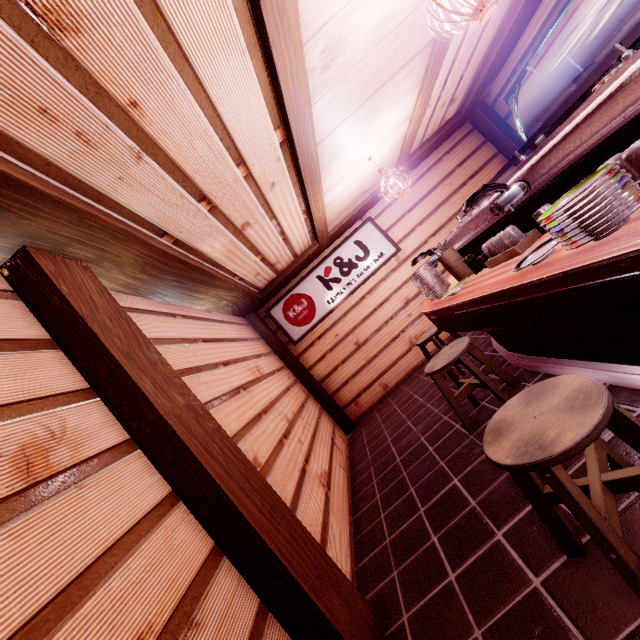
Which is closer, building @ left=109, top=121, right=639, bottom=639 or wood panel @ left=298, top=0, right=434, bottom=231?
building @ left=109, top=121, right=639, bottom=639

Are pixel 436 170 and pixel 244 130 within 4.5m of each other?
no

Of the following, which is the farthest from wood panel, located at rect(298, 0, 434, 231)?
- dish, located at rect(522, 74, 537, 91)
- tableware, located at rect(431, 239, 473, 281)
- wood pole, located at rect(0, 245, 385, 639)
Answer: dish, located at rect(522, 74, 537, 91)

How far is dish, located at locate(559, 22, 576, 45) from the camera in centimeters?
731cm

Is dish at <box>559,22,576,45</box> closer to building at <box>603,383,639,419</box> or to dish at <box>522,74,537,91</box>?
building at <box>603,383,639,419</box>

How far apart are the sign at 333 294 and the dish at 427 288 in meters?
5.1 m

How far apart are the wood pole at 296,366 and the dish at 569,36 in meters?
10.7

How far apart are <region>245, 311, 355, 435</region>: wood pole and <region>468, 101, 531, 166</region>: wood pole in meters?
10.1 m
